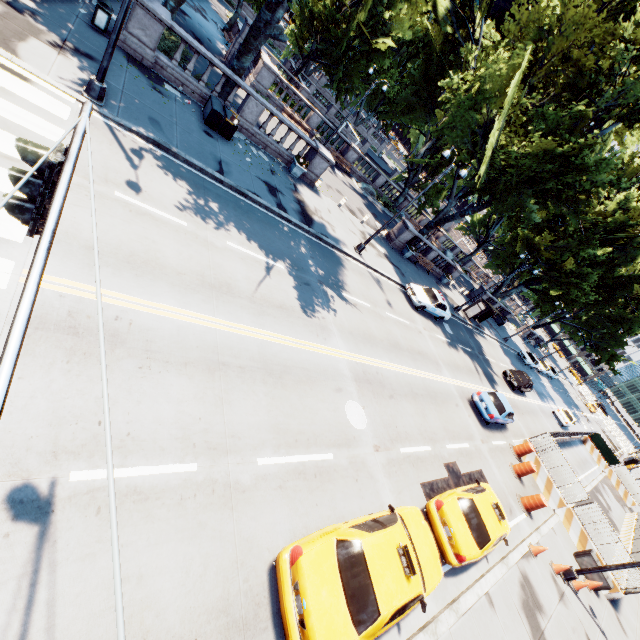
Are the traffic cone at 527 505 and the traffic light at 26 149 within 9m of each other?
no

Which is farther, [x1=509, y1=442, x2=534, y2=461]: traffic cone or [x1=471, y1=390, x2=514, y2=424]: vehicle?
[x1=509, y1=442, x2=534, y2=461]: traffic cone

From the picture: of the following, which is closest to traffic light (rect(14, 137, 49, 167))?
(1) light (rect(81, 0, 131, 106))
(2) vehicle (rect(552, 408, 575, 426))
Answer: (1) light (rect(81, 0, 131, 106))

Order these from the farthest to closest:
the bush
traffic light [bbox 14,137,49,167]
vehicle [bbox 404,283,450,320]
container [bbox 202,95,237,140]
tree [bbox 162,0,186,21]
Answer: vehicle [bbox 404,283,450,320] < tree [bbox 162,0,186,21] < the bush < container [bbox 202,95,237,140] < traffic light [bbox 14,137,49,167]

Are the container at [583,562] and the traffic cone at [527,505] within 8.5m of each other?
yes

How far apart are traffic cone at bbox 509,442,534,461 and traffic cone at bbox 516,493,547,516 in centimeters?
317cm

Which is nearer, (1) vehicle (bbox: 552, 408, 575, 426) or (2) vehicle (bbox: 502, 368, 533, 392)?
(2) vehicle (bbox: 502, 368, 533, 392)

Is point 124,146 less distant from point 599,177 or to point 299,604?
point 299,604
